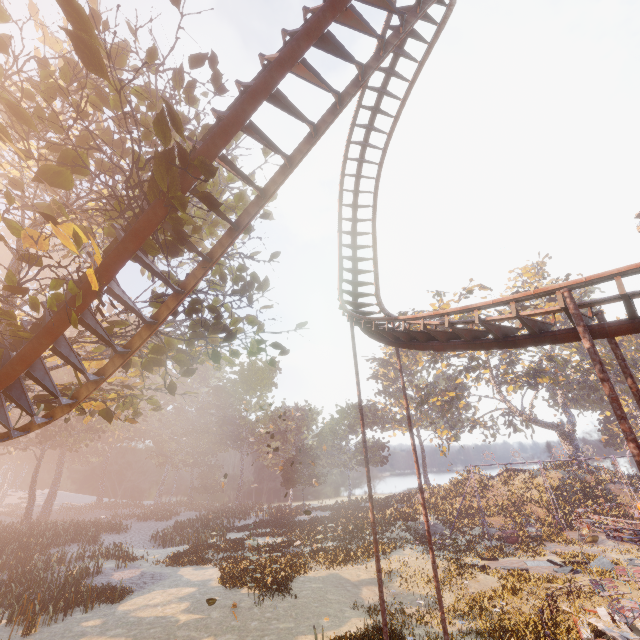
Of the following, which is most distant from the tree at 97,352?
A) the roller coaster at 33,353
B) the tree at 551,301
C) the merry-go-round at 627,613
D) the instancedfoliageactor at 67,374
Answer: the tree at 551,301

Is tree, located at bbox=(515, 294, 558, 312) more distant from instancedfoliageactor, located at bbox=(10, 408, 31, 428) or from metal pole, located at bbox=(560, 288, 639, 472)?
metal pole, located at bbox=(560, 288, 639, 472)

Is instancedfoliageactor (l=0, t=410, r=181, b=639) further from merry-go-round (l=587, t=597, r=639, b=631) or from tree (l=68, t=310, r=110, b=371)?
tree (l=68, t=310, r=110, b=371)

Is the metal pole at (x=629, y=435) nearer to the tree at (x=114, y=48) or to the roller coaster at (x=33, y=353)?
the roller coaster at (x=33, y=353)

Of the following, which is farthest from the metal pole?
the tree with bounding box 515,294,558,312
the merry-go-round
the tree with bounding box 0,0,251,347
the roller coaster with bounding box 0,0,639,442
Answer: the tree with bounding box 515,294,558,312

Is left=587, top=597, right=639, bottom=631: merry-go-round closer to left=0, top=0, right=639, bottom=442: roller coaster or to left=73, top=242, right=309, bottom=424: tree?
left=0, top=0, right=639, bottom=442: roller coaster

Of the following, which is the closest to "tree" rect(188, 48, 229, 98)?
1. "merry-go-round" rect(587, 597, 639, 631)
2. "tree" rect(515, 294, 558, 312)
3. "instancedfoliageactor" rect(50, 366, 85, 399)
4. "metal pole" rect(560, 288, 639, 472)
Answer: "metal pole" rect(560, 288, 639, 472)

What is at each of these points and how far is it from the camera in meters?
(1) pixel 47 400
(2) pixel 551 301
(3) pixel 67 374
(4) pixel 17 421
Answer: (1) tree, 10.9
(2) tree, 52.2
(3) instancedfoliageactor, 43.0
(4) instancedfoliageactor, 9.0
